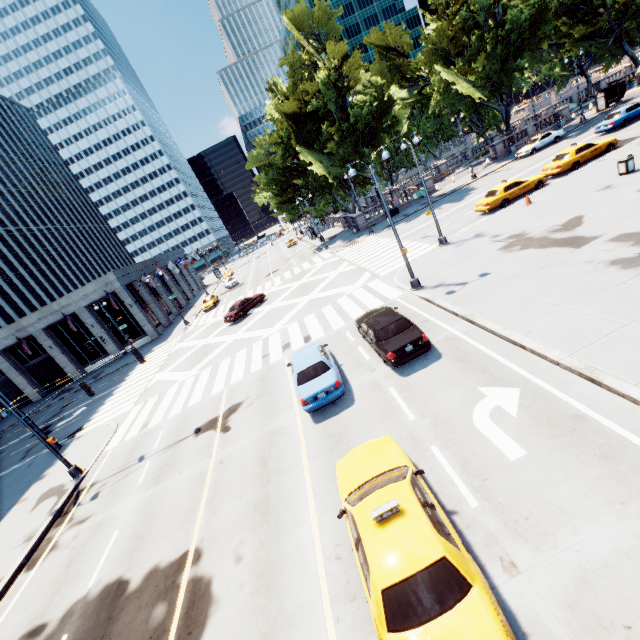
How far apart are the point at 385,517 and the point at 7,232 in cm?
8302

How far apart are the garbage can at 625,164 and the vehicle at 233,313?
28.3 meters

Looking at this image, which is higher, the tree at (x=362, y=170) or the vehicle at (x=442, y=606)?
the tree at (x=362, y=170)

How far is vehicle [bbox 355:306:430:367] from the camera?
11.9 meters

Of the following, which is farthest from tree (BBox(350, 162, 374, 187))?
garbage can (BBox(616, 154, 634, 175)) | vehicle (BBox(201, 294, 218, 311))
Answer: garbage can (BBox(616, 154, 634, 175))

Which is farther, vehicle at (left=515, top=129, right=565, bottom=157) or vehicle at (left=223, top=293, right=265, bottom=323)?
vehicle at (left=515, top=129, right=565, bottom=157)

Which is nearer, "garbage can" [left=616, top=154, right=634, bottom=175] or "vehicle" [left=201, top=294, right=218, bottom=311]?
"garbage can" [left=616, top=154, right=634, bottom=175]

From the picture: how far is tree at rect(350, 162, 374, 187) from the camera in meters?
38.5 m
